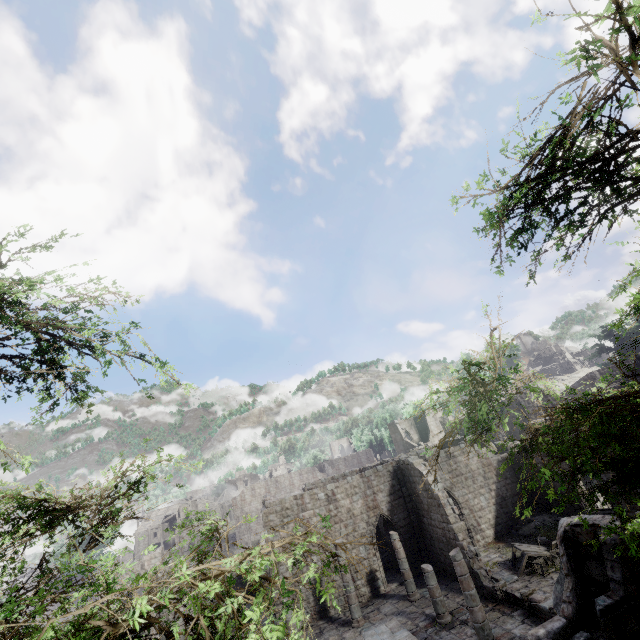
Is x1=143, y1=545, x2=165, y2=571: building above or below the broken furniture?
above

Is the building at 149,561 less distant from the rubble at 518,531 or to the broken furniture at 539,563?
the rubble at 518,531

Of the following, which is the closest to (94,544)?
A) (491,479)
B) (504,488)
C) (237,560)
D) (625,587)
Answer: (237,560)

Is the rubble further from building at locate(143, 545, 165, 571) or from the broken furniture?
the broken furniture

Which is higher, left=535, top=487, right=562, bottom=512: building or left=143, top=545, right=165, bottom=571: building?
left=143, top=545, right=165, bottom=571: building

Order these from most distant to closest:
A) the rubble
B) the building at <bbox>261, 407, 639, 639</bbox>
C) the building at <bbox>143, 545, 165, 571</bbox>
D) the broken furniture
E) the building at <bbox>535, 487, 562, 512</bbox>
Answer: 1. the building at <bbox>143, 545, 165, 571</bbox>
2. the building at <bbox>535, 487, 562, 512</bbox>
3. the rubble
4. the broken furniture
5. the building at <bbox>261, 407, 639, 639</bbox>
